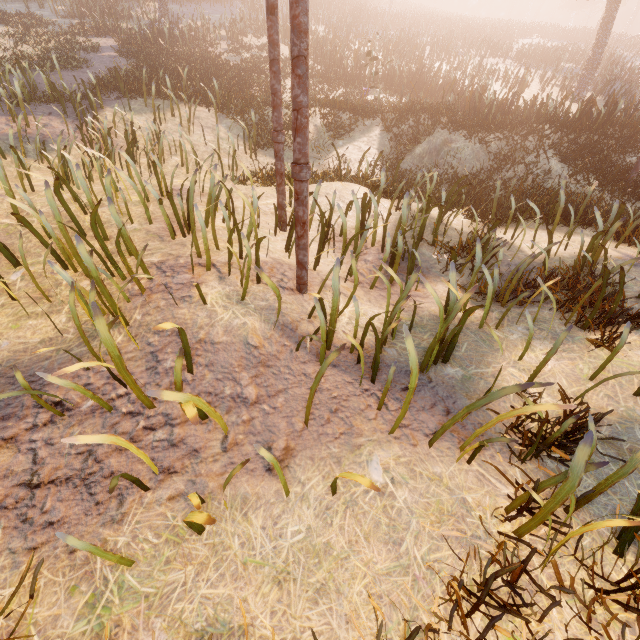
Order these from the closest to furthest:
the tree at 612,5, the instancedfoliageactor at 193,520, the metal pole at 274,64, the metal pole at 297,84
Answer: the instancedfoliageactor at 193,520 < the metal pole at 297,84 < the metal pole at 274,64 < the tree at 612,5

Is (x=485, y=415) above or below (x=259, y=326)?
below

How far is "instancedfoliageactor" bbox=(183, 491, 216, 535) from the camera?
1.60m

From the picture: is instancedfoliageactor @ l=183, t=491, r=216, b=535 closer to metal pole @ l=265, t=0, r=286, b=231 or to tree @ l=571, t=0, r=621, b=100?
metal pole @ l=265, t=0, r=286, b=231

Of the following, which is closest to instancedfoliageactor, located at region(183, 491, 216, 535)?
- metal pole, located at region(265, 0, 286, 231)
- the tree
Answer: metal pole, located at region(265, 0, 286, 231)

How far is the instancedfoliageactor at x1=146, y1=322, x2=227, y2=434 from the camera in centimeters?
197cm

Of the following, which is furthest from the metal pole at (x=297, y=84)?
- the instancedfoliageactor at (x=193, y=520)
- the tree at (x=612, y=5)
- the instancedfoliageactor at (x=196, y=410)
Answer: the tree at (x=612, y=5)

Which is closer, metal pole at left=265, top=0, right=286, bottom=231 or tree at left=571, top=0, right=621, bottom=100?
metal pole at left=265, top=0, right=286, bottom=231
